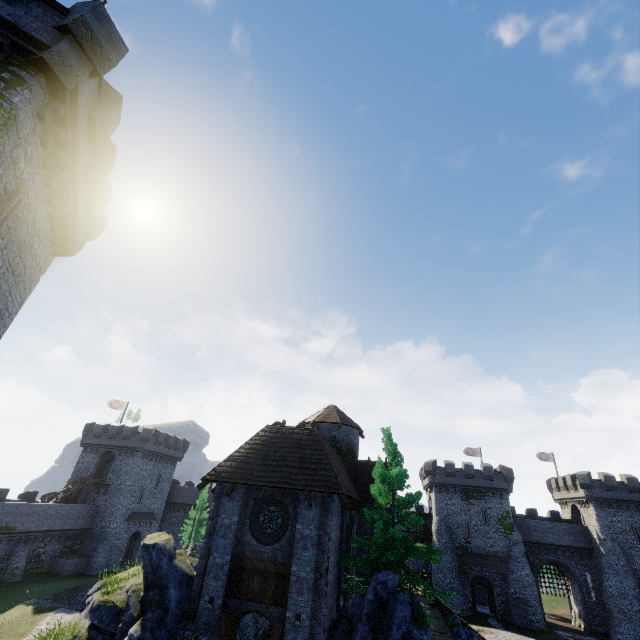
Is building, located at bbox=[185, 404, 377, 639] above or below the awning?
above

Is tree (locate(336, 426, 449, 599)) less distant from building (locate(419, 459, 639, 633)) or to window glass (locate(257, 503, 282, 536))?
window glass (locate(257, 503, 282, 536))

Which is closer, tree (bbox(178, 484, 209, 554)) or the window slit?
the window slit

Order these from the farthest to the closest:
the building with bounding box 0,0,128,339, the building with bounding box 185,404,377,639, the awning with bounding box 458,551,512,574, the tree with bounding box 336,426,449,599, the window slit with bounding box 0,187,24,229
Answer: the awning with bounding box 458,551,512,574, the tree with bounding box 336,426,449,599, the building with bounding box 185,404,377,639, the window slit with bounding box 0,187,24,229, the building with bounding box 0,0,128,339

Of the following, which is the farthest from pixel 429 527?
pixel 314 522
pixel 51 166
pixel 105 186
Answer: pixel 51 166

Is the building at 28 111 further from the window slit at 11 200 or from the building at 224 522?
the building at 224 522

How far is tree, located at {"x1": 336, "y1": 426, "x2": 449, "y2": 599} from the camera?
14.50m

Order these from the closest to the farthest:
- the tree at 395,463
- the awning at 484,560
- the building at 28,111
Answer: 1. the building at 28,111
2. the tree at 395,463
3. the awning at 484,560
